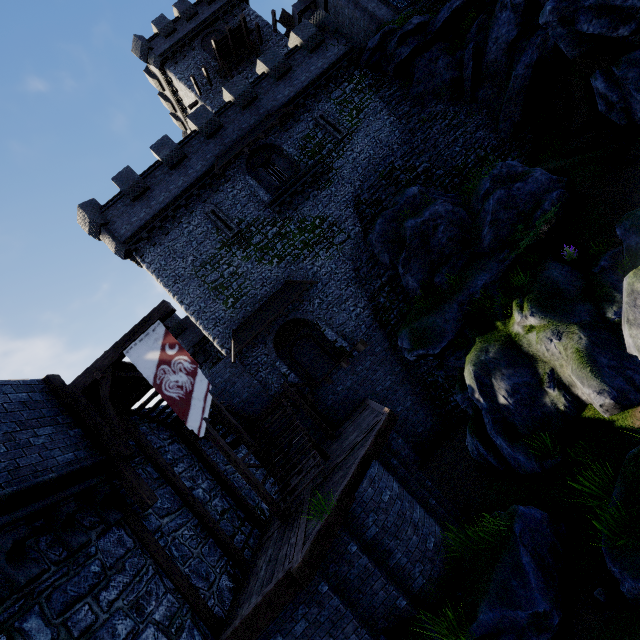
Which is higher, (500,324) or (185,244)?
(185,244)

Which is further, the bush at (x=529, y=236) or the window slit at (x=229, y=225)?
the window slit at (x=229, y=225)

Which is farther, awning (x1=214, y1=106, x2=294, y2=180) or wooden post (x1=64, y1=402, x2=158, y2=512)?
awning (x1=214, y1=106, x2=294, y2=180)

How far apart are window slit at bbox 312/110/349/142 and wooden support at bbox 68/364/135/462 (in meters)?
18.56

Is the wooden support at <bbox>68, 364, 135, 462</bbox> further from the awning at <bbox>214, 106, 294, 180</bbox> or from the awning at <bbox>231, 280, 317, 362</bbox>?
the awning at <bbox>214, 106, 294, 180</bbox>

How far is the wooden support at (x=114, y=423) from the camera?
7.4m

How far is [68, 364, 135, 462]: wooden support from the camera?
7.4 meters

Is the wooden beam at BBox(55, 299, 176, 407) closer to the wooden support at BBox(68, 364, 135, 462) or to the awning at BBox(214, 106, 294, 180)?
the wooden support at BBox(68, 364, 135, 462)
